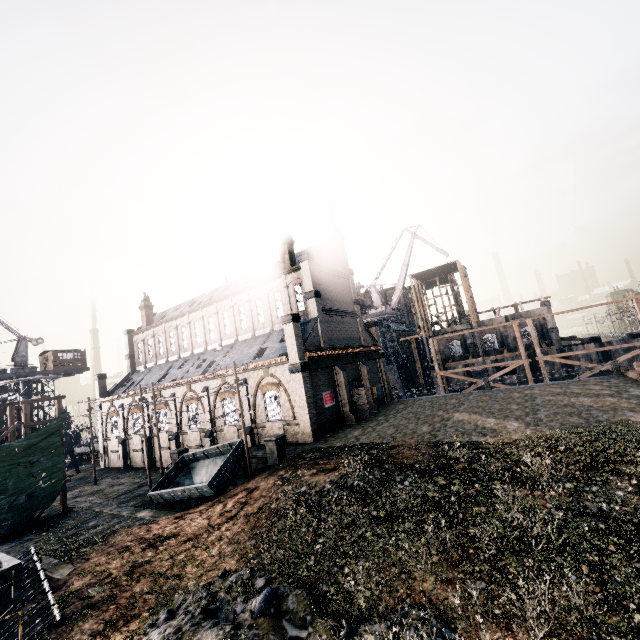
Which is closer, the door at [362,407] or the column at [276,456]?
the column at [276,456]

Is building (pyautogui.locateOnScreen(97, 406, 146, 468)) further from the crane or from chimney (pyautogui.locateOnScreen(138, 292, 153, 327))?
the crane

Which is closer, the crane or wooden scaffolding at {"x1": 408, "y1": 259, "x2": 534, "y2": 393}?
the crane

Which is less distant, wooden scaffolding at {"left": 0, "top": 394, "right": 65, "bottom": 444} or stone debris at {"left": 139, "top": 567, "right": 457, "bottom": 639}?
stone debris at {"left": 139, "top": 567, "right": 457, "bottom": 639}

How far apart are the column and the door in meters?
12.6 m

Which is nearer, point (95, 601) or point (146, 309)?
point (95, 601)

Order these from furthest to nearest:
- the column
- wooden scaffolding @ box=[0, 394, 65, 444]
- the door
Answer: the door < wooden scaffolding @ box=[0, 394, 65, 444] < the column

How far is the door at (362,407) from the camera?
34.53m
